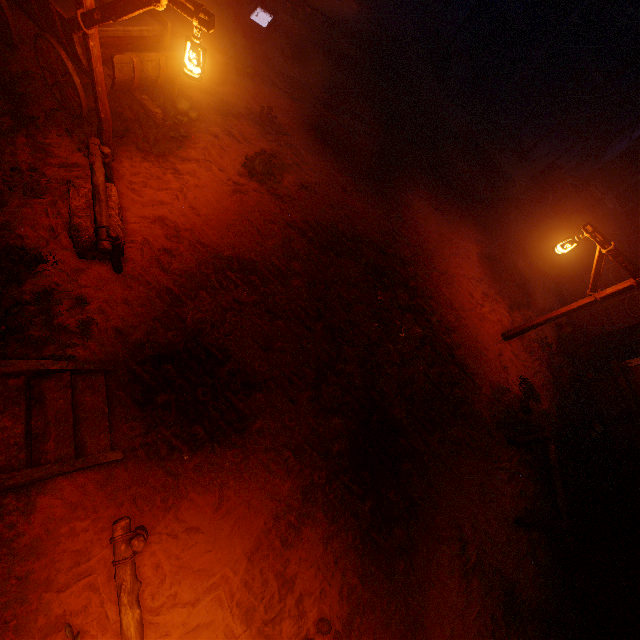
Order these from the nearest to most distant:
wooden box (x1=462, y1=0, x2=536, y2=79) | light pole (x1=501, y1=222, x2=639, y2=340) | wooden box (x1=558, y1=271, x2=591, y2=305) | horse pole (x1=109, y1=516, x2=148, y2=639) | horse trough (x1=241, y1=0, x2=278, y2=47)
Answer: horse pole (x1=109, y1=516, x2=148, y2=639), light pole (x1=501, y1=222, x2=639, y2=340), horse trough (x1=241, y1=0, x2=278, y2=47), wooden box (x1=558, y1=271, x2=591, y2=305), wooden box (x1=462, y1=0, x2=536, y2=79)

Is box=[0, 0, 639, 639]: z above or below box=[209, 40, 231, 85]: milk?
below

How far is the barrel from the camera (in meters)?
10.74

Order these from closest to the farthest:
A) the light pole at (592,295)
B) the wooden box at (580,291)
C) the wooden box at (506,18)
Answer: the light pole at (592,295), the wooden box at (580,291), the wooden box at (506,18)

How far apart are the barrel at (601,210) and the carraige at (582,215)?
0.0 meters

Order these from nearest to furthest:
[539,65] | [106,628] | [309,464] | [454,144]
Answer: [106,628] → [309,464] → [454,144] → [539,65]

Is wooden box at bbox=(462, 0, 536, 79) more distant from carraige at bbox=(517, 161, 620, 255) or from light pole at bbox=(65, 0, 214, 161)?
light pole at bbox=(65, 0, 214, 161)

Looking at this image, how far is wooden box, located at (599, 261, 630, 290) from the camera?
9.48m
